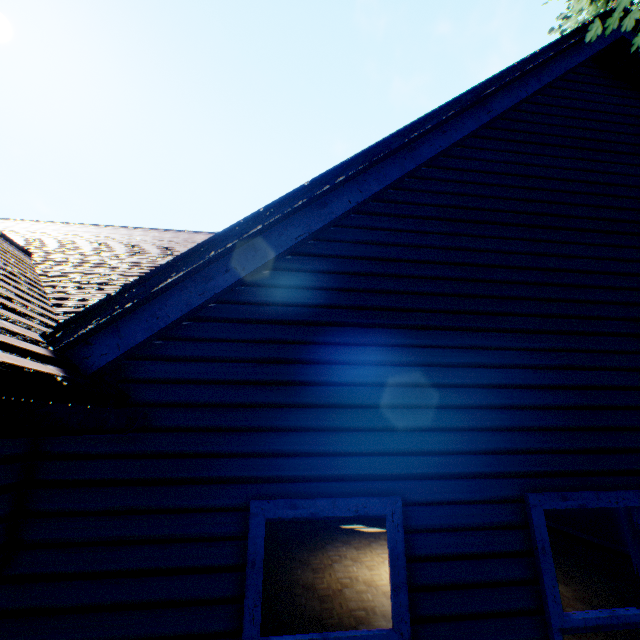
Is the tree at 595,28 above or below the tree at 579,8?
below

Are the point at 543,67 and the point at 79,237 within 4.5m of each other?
no

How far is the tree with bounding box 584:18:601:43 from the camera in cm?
247

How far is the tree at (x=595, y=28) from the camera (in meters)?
2.47

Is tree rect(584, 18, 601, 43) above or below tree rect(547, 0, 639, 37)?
below
